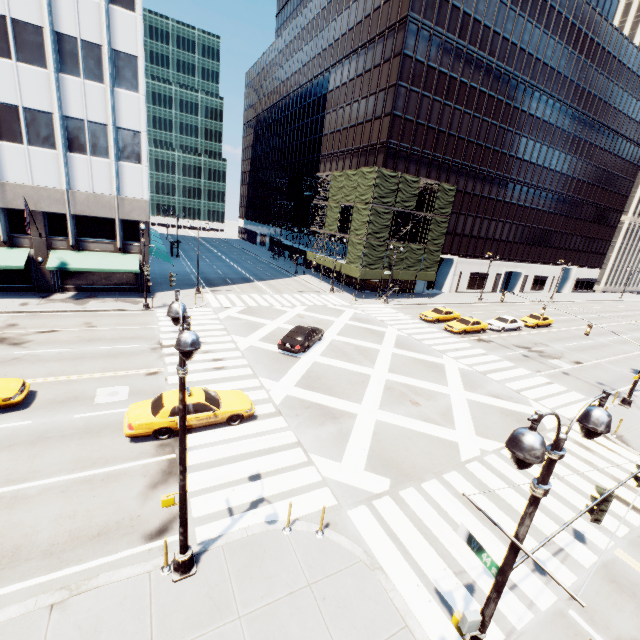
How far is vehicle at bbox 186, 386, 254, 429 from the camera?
13.6m

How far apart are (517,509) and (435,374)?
11.2m

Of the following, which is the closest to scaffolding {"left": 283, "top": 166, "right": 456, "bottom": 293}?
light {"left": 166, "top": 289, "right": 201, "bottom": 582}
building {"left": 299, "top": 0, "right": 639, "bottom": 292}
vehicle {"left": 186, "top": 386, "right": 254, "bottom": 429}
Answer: building {"left": 299, "top": 0, "right": 639, "bottom": 292}

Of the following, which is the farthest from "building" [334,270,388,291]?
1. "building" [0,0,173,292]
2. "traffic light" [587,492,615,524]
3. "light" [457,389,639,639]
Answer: "traffic light" [587,492,615,524]

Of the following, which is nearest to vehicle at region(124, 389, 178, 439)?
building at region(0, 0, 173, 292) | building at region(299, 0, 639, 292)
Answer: building at region(0, 0, 173, 292)

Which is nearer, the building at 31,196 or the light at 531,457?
the light at 531,457

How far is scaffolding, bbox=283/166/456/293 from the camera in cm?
3844

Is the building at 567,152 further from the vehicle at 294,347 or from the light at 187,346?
the light at 187,346
